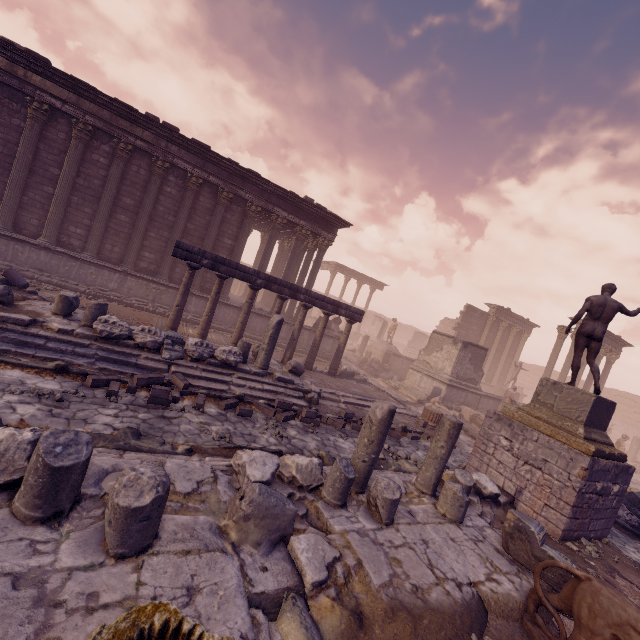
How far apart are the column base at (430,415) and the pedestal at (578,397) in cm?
309

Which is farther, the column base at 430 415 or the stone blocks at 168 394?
the column base at 430 415

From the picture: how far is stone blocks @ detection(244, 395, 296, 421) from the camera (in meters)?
8.14

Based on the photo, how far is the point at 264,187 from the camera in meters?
15.5 m

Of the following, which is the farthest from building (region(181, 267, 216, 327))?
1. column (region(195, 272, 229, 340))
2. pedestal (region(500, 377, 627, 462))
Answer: pedestal (region(500, 377, 627, 462))

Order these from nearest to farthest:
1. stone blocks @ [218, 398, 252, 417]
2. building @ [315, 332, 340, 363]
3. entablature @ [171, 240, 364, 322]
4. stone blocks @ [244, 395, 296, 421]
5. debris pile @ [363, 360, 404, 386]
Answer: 1. stone blocks @ [218, 398, 252, 417]
2. stone blocks @ [244, 395, 296, 421]
3. entablature @ [171, 240, 364, 322]
4. building @ [315, 332, 340, 363]
5. debris pile @ [363, 360, 404, 386]

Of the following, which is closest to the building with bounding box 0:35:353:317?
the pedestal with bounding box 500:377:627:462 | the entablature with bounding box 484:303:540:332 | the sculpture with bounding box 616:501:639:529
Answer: the pedestal with bounding box 500:377:627:462

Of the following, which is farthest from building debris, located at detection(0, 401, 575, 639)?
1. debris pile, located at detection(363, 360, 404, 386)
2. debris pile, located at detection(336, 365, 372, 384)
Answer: debris pile, located at detection(363, 360, 404, 386)
